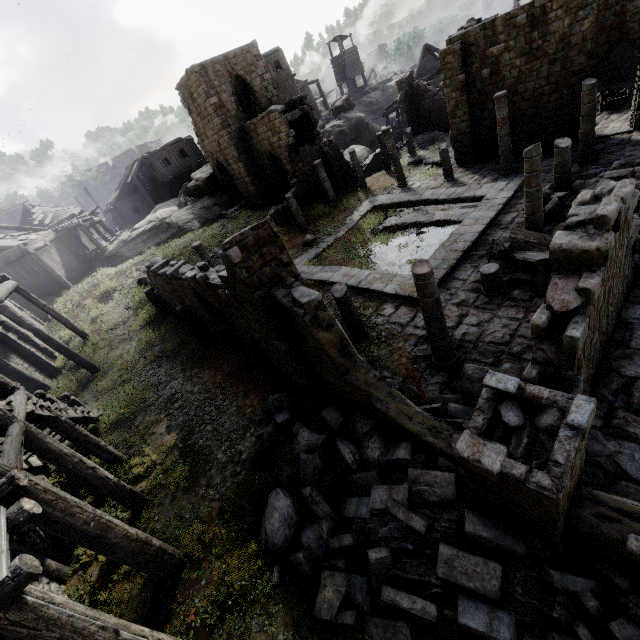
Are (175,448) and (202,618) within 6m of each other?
yes

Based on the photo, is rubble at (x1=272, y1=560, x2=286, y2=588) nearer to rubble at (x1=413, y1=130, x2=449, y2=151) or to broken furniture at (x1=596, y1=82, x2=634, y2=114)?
broken furniture at (x1=596, y1=82, x2=634, y2=114)

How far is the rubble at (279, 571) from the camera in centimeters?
628cm

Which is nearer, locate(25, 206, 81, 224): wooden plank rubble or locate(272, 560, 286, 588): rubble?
locate(272, 560, 286, 588): rubble

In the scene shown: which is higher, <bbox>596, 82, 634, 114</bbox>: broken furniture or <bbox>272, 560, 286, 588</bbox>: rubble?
<bbox>596, 82, 634, 114</bbox>: broken furniture

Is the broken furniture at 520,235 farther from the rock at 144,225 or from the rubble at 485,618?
the rock at 144,225

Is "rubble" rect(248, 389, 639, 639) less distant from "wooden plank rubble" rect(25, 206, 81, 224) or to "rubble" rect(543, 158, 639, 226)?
"rubble" rect(543, 158, 639, 226)

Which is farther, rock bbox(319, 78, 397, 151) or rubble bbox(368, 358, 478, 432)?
rock bbox(319, 78, 397, 151)
